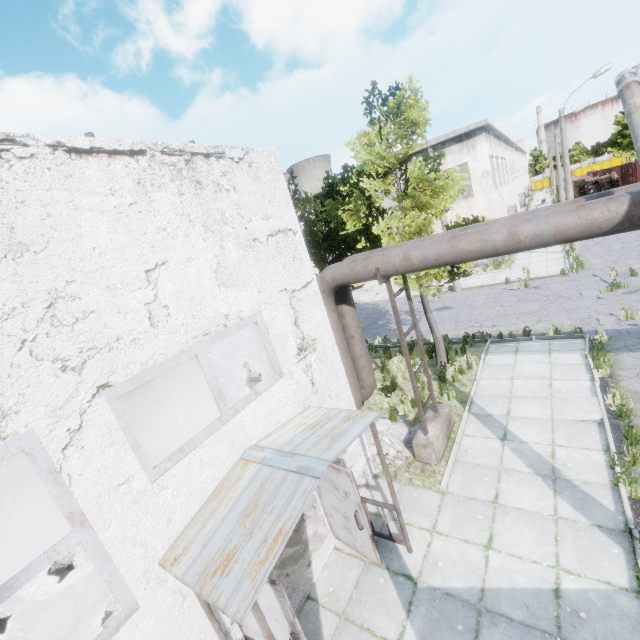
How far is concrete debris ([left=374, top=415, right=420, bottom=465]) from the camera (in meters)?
8.55

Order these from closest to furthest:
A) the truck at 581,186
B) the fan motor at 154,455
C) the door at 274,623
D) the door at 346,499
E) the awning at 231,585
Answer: the awning at 231,585 → the door at 274,623 → the door at 346,499 → the fan motor at 154,455 → the truck at 581,186

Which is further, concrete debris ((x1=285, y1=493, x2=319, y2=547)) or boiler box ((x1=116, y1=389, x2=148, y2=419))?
boiler box ((x1=116, y1=389, x2=148, y2=419))

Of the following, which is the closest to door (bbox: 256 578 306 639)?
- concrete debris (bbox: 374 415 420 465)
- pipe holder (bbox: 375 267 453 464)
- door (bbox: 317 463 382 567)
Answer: door (bbox: 317 463 382 567)

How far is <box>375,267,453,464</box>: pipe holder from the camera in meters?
7.4

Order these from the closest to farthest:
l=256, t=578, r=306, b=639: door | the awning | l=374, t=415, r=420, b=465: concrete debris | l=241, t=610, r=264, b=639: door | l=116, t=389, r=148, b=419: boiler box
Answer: the awning, l=256, t=578, r=306, b=639: door, l=241, t=610, r=264, b=639: door, l=374, t=415, r=420, b=465: concrete debris, l=116, t=389, r=148, b=419: boiler box

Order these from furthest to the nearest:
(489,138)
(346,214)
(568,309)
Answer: (489,138)
(568,309)
(346,214)

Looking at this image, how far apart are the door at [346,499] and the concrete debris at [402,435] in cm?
189
